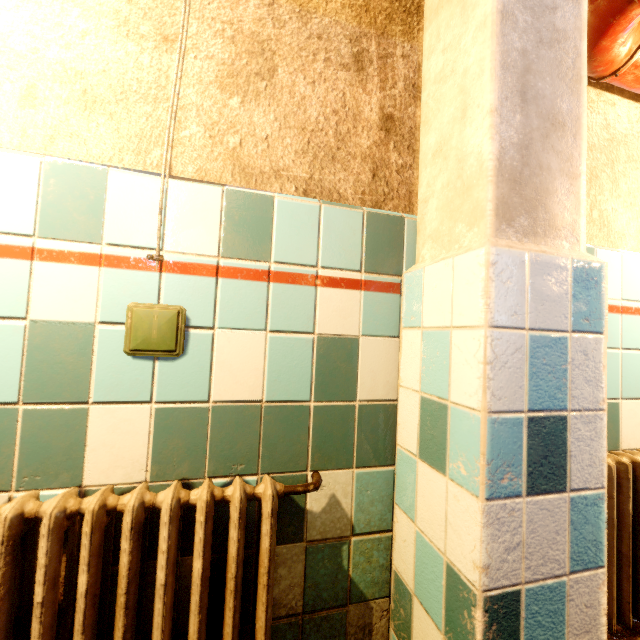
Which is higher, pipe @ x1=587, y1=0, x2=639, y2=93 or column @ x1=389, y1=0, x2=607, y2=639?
pipe @ x1=587, y1=0, x2=639, y2=93

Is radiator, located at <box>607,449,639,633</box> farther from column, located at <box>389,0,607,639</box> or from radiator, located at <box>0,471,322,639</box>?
radiator, located at <box>0,471,322,639</box>

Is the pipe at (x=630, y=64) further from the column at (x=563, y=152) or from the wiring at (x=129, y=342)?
the wiring at (x=129, y=342)

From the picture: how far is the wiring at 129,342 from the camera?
0.8 meters

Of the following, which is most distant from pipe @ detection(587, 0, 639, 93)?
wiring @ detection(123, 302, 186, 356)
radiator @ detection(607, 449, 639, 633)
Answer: wiring @ detection(123, 302, 186, 356)

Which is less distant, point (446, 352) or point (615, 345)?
point (446, 352)

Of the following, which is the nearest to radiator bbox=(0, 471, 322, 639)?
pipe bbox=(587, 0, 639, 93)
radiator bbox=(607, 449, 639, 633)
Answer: radiator bbox=(607, 449, 639, 633)

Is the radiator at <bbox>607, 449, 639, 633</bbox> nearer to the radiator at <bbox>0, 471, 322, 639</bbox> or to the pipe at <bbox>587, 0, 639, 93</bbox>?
the pipe at <bbox>587, 0, 639, 93</bbox>
